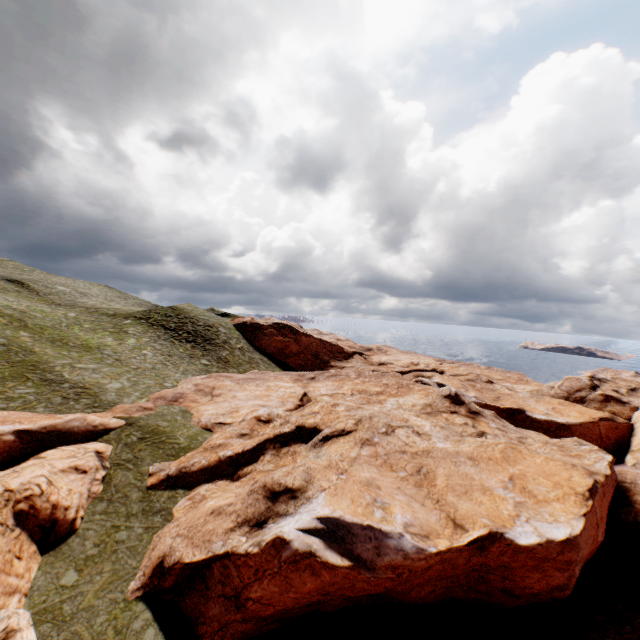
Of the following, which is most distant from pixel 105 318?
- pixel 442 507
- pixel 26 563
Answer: pixel 442 507
